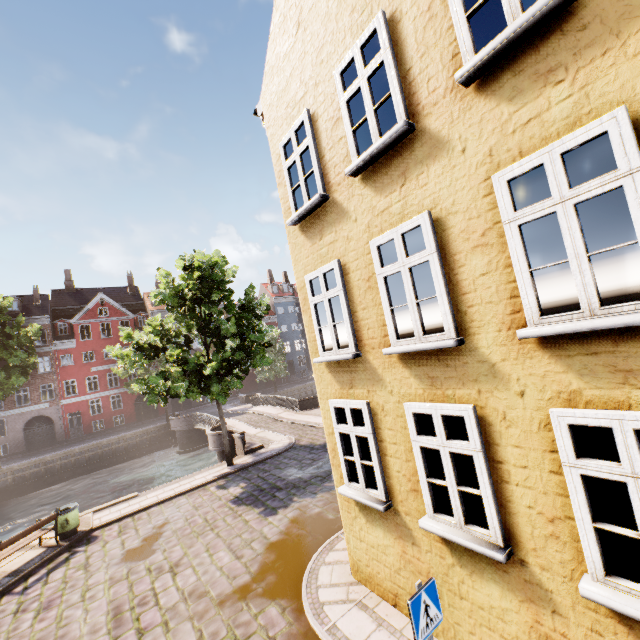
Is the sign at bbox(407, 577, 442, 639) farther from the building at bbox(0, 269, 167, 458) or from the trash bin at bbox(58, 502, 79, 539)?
the building at bbox(0, 269, 167, 458)

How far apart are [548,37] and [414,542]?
6.83m

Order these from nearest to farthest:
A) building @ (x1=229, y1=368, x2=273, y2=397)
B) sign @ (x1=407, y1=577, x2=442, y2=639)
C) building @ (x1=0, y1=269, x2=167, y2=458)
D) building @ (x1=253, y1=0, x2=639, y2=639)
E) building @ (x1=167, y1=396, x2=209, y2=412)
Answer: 1. building @ (x1=253, y1=0, x2=639, y2=639)
2. sign @ (x1=407, y1=577, x2=442, y2=639)
3. building @ (x1=0, y1=269, x2=167, y2=458)
4. building @ (x1=167, y1=396, x2=209, y2=412)
5. building @ (x1=229, y1=368, x2=273, y2=397)

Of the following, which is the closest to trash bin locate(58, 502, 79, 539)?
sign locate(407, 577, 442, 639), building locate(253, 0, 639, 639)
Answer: building locate(253, 0, 639, 639)

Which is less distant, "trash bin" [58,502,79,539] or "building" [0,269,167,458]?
"trash bin" [58,502,79,539]

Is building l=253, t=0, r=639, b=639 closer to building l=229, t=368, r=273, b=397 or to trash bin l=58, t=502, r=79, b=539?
trash bin l=58, t=502, r=79, b=539

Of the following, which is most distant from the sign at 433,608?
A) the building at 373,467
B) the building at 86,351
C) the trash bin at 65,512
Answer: the building at 86,351
